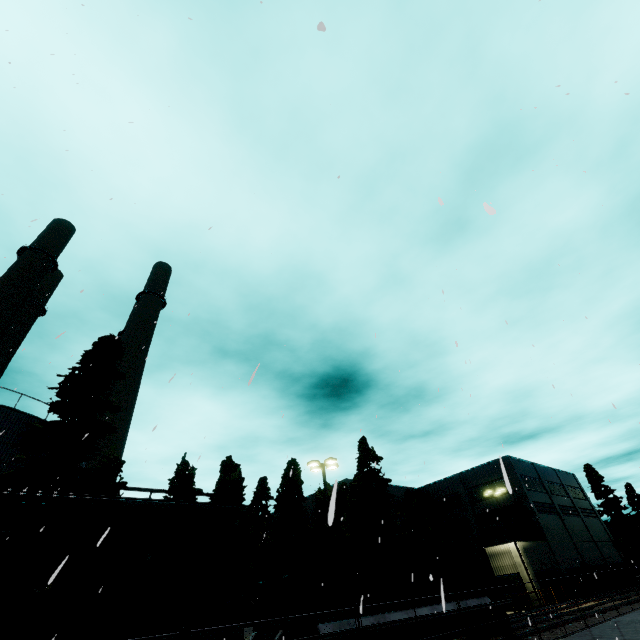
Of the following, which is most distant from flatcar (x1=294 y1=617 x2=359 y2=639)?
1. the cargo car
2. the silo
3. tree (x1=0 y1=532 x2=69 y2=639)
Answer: the silo

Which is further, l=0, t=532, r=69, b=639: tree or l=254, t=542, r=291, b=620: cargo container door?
l=0, t=532, r=69, b=639: tree

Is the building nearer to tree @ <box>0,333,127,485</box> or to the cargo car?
the cargo car

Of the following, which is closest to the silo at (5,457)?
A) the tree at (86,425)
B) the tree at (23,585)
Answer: the tree at (23,585)

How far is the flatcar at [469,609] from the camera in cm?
1381

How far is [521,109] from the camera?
6.3 meters

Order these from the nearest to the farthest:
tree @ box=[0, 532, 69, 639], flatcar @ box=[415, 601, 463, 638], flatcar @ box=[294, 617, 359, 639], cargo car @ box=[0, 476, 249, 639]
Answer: cargo car @ box=[0, 476, 249, 639] < flatcar @ box=[294, 617, 359, 639] < flatcar @ box=[415, 601, 463, 638] < tree @ box=[0, 532, 69, 639]

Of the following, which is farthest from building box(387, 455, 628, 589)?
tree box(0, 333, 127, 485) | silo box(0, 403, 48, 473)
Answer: tree box(0, 333, 127, 485)
